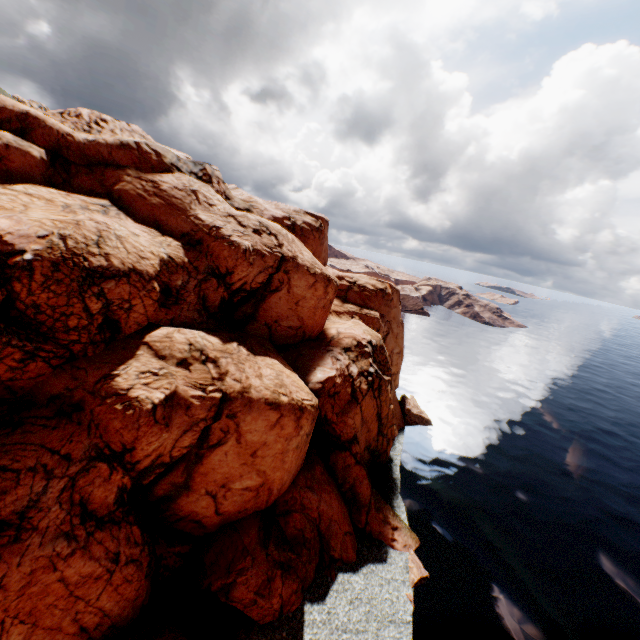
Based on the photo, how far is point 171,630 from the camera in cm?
1798

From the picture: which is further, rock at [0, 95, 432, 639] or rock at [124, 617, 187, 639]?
rock at [124, 617, 187, 639]

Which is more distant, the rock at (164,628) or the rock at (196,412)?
the rock at (164,628)
